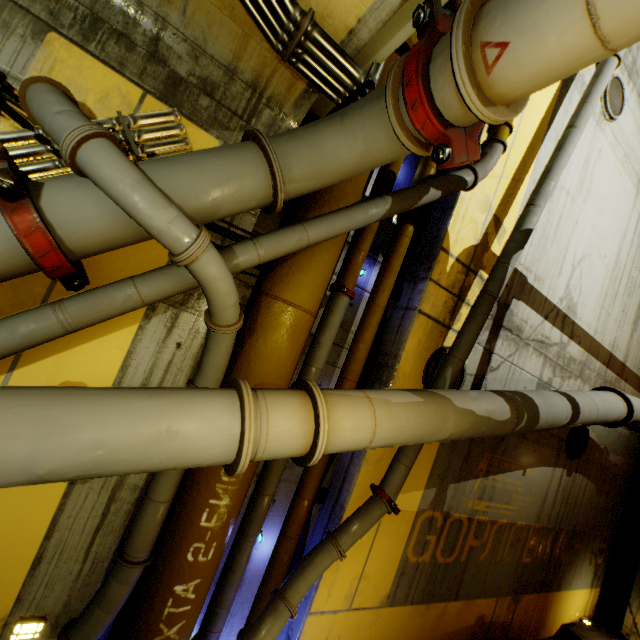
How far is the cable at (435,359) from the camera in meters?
4.4 m

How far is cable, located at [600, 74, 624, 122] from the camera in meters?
6.0

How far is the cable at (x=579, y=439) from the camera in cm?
667

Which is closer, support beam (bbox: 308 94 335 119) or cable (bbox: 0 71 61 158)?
cable (bbox: 0 71 61 158)

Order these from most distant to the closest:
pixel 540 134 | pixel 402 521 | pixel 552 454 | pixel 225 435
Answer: pixel 552 454 < pixel 540 134 < pixel 402 521 < pixel 225 435

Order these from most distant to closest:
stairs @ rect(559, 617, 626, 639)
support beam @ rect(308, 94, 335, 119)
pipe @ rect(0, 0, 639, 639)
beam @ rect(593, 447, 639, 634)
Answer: beam @ rect(593, 447, 639, 634) < stairs @ rect(559, 617, 626, 639) < support beam @ rect(308, 94, 335, 119) < pipe @ rect(0, 0, 639, 639)

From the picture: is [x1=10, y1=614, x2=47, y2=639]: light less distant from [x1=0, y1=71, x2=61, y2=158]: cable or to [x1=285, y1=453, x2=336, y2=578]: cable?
[x1=285, y1=453, x2=336, y2=578]: cable

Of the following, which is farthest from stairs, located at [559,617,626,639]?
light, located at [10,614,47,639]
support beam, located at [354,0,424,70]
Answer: light, located at [10,614,47,639]
